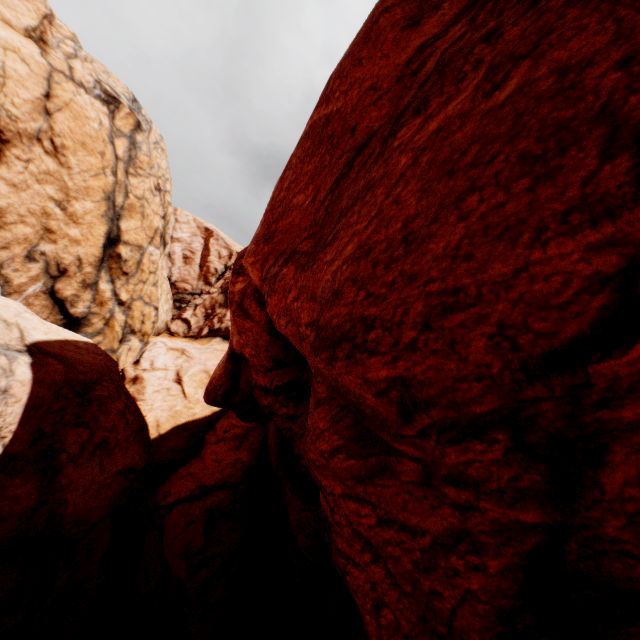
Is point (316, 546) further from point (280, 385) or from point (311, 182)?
point (311, 182)
